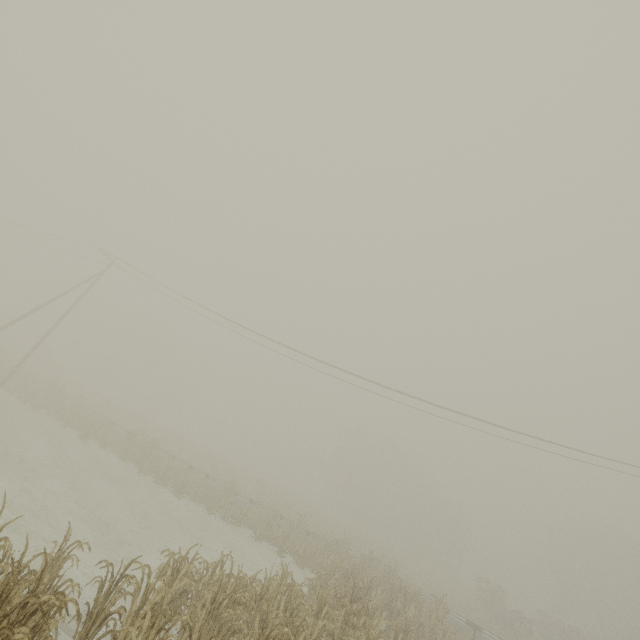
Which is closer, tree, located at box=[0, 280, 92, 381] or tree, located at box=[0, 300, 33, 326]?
tree, located at box=[0, 280, 92, 381]

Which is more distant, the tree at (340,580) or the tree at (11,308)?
the tree at (11,308)

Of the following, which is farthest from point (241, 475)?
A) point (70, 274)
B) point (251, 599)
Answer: point (70, 274)

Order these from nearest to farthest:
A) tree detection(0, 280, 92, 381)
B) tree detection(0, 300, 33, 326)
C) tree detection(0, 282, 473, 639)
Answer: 1. tree detection(0, 282, 473, 639)
2. tree detection(0, 280, 92, 381)
3. tree detection(0, 300, 33, 326)
